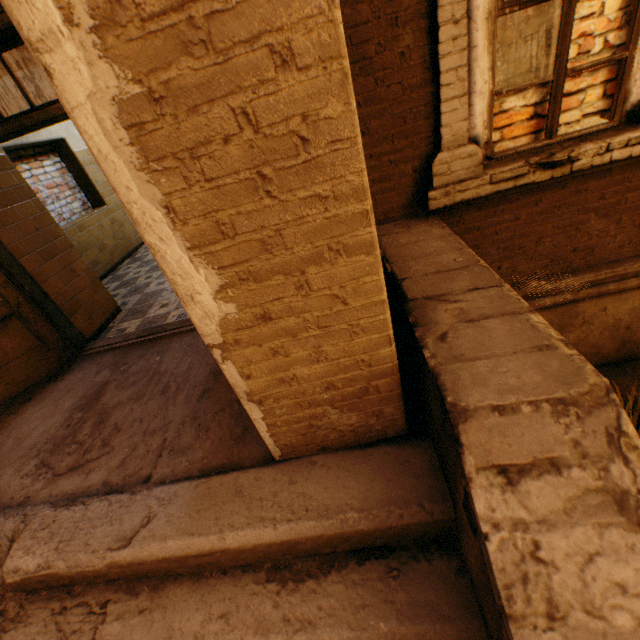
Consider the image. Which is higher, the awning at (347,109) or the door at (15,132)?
the door at (15,132)

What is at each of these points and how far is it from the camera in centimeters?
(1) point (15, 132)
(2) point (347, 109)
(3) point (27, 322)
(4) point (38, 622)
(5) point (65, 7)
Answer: (1) door, 238cm
(2) awning, 91cm
(3) door, 311cm
(4) stairs, 161cm
(5) awning, 76cm

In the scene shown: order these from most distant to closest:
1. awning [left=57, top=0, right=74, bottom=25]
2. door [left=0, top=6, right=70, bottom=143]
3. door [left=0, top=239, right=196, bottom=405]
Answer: door [left=0, top=239, right=196, bottom=405] < door [left=0, top=6, right=70, bottom=143] < awning [left=57, top=0, right=74, bottom=25]

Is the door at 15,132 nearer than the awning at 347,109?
No

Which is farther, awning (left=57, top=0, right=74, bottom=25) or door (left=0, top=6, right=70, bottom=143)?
door (left=0, top=6, right=70, bottom=143)

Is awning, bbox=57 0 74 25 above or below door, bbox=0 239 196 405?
above

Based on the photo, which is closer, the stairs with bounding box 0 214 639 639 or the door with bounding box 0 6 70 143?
the stairs with bounding box 0 214 639 639
